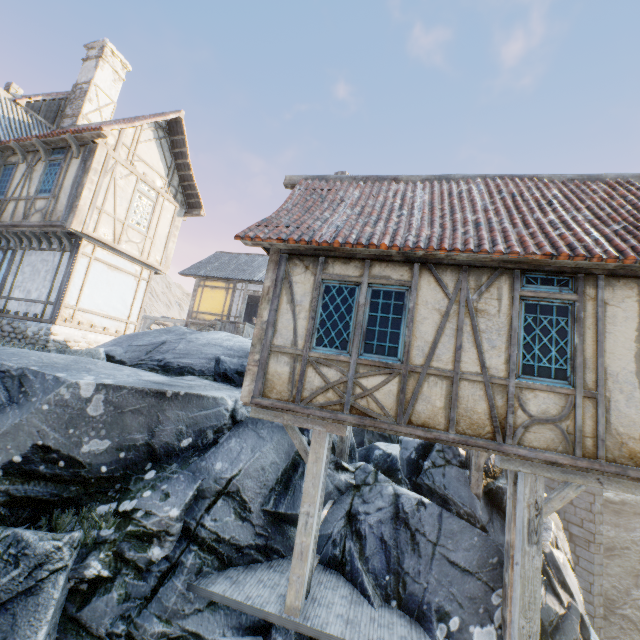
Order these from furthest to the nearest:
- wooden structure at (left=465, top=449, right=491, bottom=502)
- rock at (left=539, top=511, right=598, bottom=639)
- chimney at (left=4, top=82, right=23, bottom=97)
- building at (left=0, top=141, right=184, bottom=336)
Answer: chimney at (left=4, top=82, right=23, bottom=97)
building at (left=0, top=141, right=184, bottom=336)
wooden structure at (left=465, top=449, right=491, bottom=502)
rock at (left=539, top=511, right=598, bottom=639)

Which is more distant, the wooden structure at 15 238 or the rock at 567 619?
the wooden structure at 15 238

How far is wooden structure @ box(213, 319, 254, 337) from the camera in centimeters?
1730cm

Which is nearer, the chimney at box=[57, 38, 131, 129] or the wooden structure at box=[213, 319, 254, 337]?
the chimney at box=[57, 38, 131, 129]

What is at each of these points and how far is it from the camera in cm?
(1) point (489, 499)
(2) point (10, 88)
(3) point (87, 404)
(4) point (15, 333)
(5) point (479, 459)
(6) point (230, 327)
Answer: (1) rock, 785
(2) chimney, 1673
(3) rock, 533
(4) stone foundation, 1000
(5) wooden structure, 746
(6) wooden structure, 1758

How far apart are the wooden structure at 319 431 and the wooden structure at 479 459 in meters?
2.8

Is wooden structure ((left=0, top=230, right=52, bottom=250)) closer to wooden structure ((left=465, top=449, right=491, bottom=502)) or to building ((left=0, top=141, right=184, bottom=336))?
building ((left=0, top=141, right=184, bottom=336))

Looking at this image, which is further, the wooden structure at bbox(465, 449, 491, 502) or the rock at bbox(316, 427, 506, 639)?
the wooden structure at bbox(465, 449, 491, 502)
